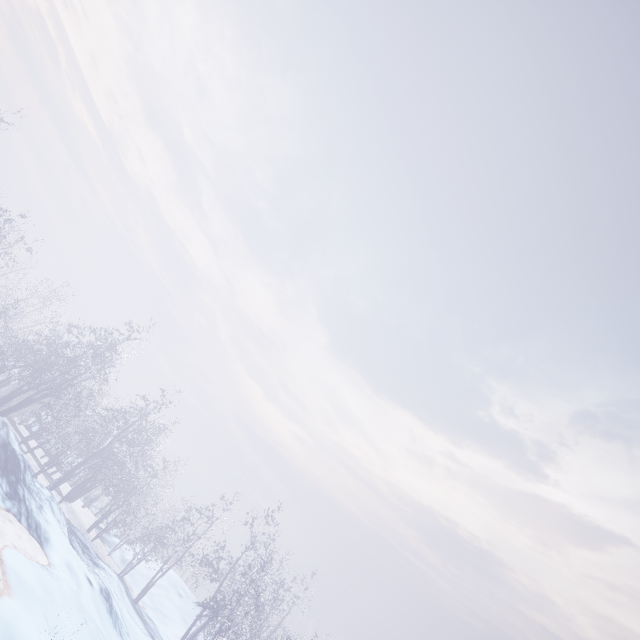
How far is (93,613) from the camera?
10.2 meters
